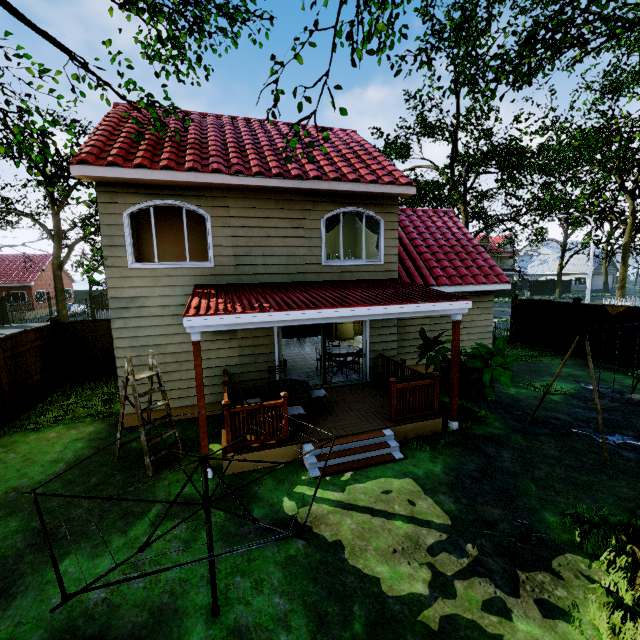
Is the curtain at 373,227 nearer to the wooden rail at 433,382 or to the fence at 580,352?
the wooden rail at 433,382

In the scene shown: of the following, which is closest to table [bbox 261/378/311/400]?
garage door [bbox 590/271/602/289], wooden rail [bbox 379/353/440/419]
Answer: wooden rail [bbox 379/353/440/419]

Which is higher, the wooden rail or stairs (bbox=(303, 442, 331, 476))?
the wooden rail

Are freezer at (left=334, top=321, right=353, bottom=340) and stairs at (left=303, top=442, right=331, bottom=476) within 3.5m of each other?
no

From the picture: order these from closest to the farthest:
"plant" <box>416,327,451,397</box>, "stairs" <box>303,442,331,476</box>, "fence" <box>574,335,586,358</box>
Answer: "stairs" <box>303,442,331,476</box>, "plant" <box>416,327,451,397</box>, "fence" <box>574,335,586,358</box>

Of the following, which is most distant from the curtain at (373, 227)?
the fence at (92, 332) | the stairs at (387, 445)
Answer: the fence at (92, 332)

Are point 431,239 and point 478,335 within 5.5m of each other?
yes

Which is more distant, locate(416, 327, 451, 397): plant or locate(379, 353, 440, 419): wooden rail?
locate(416, 327, 451, 397): plant
